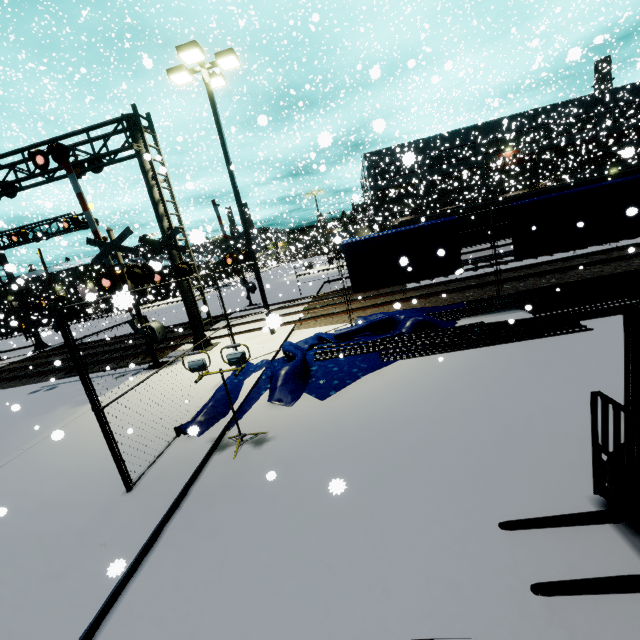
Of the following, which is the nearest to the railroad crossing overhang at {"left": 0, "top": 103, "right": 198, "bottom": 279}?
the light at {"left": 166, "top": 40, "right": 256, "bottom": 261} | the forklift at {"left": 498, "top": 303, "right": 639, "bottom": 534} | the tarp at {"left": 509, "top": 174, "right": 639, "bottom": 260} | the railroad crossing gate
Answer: the railroad crossing gate

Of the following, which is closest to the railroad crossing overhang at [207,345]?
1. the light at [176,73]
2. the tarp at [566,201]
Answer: the light at [176,73]

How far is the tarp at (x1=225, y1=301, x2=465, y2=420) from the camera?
7.4m

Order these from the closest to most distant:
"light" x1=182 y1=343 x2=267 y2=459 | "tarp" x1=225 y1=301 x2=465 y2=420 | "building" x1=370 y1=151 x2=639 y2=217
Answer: "light" x1=182 y1=343 x2=267 y2=459, "tarp" x1=225 y1=301 x2=465 y2=420, "building" x1=370 y1=151 x2=639 y2=217

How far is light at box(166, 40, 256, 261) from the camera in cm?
1008

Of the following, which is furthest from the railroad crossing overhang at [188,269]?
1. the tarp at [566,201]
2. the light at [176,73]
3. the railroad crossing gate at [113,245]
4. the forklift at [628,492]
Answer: the forklift at [628,492]

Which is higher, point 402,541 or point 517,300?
point 517,300

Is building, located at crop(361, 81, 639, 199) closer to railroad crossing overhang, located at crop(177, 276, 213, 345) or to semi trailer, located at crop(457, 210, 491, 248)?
semi trailer, located at crop(457, 210, 491, 248)
